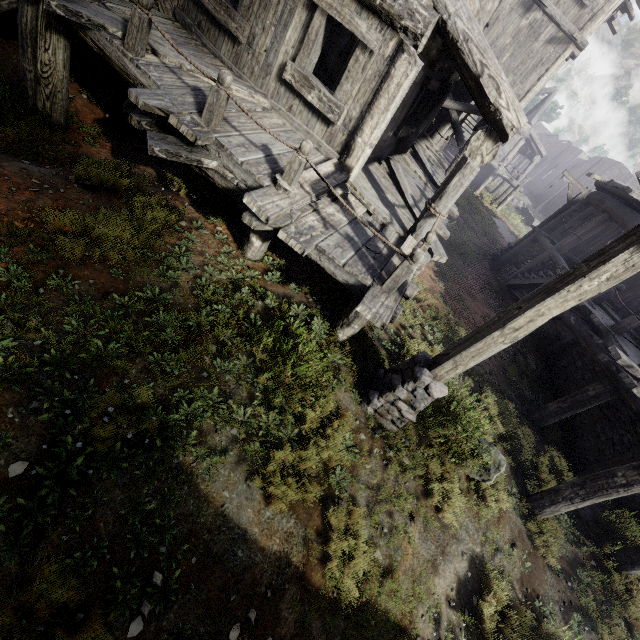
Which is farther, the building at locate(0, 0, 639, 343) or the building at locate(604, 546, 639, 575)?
the building at locate(604, 546, 639, 575)

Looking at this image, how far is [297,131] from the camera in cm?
652

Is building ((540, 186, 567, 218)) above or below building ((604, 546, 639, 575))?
above

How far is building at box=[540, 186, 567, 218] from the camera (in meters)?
42.74

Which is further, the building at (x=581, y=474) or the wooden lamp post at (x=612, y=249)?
the building at (x=581, y=474)

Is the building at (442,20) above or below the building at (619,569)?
above

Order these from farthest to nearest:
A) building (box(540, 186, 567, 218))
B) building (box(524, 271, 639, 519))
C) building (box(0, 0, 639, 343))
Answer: building (box(540, 186, 567, 218))
building (box(524, 271, 639, 519))
building (box(0, 0, 639, 343))

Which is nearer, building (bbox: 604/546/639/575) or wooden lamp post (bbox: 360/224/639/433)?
wooden lamp post (bbox: 360/224/639/433)
